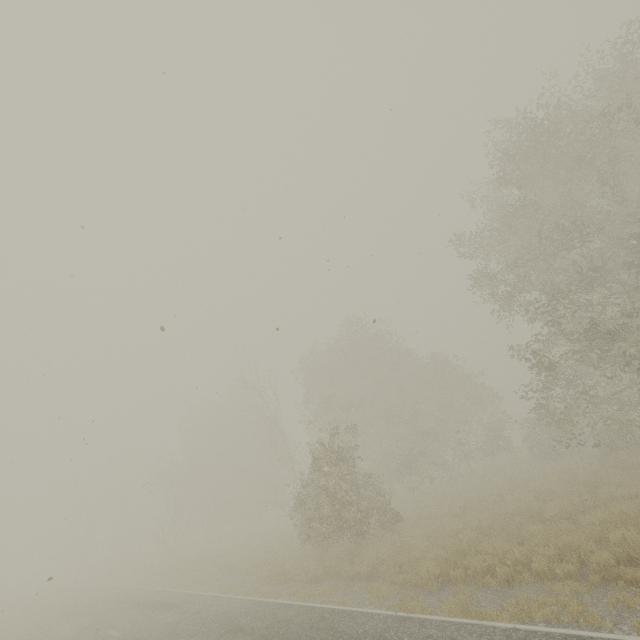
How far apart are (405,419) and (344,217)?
31.1m
